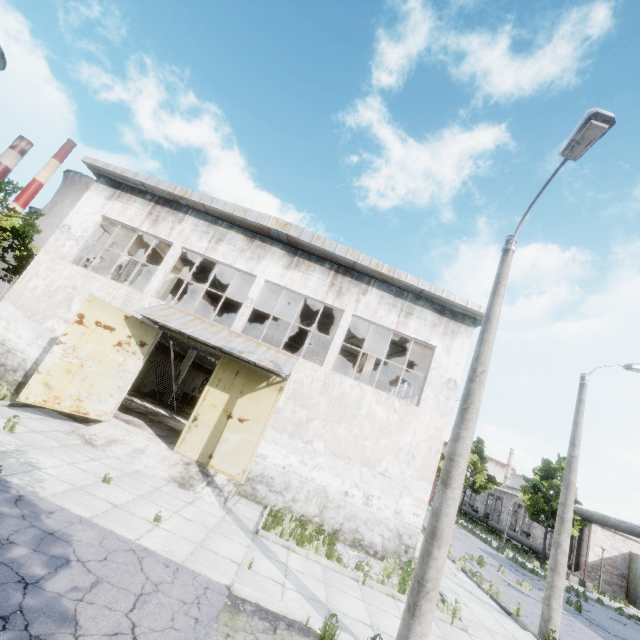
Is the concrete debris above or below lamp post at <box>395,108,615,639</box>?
below

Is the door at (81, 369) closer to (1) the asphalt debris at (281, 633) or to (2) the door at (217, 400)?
(2) the door at (217, 400)

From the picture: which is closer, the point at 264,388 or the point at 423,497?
the point at 423,497

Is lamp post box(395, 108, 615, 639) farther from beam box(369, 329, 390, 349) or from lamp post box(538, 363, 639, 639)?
lamp post box(538, 363, 639, 639)

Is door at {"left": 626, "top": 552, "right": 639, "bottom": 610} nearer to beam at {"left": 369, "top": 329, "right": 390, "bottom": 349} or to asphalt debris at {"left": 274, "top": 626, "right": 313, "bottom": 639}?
beam at {"left": 369, "top": 329, "right": 390, "bottom": 349}

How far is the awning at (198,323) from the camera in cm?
1146

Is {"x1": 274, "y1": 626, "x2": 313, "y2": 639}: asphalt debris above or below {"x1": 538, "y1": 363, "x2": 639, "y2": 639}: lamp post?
below

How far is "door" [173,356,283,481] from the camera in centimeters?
1170cm
